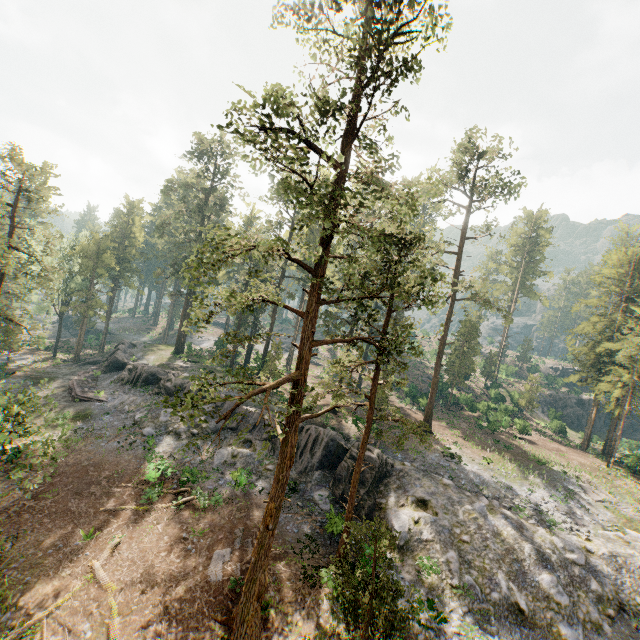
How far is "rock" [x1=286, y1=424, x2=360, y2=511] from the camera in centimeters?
2470cm

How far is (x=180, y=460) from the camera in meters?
25.9

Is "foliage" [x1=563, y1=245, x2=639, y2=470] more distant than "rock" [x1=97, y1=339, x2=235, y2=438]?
Yes

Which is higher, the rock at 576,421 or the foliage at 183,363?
the rock at 576,421

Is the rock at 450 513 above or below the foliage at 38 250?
below

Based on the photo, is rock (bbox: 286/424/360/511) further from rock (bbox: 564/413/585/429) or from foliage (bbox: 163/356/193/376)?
rock (bbox: 564/413/585/429)

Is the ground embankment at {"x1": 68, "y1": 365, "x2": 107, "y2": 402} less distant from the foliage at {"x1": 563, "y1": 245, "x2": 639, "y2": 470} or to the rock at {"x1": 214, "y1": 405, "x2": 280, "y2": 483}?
the rock at {"x1": 214, "y1": 405, "x2": 280, "y2": 483}
